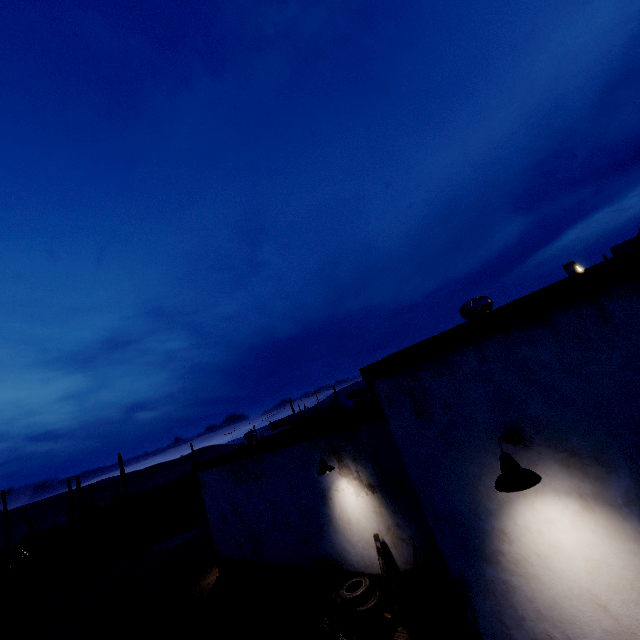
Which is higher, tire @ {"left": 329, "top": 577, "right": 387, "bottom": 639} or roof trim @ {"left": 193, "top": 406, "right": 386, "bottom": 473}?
roof trim @ {"left": 193, "top": 406, "right": 386, "bottom": 473}

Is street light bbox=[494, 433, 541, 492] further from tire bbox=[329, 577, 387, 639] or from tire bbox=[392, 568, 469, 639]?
tire bbox=[329, 577, 387, 639]

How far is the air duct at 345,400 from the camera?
11.6m

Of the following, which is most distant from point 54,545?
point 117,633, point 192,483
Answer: point 117,633

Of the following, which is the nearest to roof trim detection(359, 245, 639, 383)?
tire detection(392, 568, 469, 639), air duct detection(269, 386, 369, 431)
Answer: air duct detection(269, 386, 369, 431)

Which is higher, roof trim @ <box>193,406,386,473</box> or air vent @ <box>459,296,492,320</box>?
air vent @ <box>459,296,492,320</box>

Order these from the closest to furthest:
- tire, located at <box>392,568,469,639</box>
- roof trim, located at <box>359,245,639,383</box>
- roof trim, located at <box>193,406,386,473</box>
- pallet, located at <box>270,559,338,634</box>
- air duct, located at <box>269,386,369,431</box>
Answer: roof trim, located at <box>359,245,639,383</box>, tire, located at <box>392,568,469,639</box>, roof trim, located at <box>193,406,386,473</box>, pallet, located at <box>270,559,338,634</box>, air duct, located at <box>269,386,369,431</box>

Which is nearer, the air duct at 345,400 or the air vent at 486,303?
the air vent at 486,303
